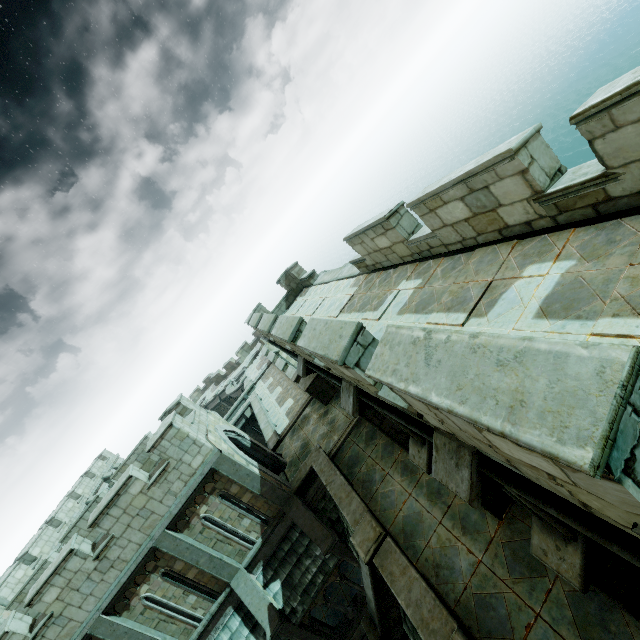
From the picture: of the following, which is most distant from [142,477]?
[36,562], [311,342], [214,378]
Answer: [214,378]

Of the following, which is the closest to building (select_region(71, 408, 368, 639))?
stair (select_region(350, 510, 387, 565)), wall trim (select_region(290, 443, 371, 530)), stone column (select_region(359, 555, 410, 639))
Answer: wall trim (select_region(290, 443, 371, 530))

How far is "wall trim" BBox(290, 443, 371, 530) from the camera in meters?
9.7 m

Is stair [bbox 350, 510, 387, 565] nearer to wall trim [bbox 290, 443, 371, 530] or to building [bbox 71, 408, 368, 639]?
wall trim [bbox 290, 443, 371, 530]

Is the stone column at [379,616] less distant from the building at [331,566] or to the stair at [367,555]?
the stair at [367,555]

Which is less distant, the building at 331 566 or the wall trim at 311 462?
the wall trim at 311 462

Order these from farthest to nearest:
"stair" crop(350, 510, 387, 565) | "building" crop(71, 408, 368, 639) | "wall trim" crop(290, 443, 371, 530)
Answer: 1. "building" crop(71, 408, 368, 639)
2. "wall trim" crop(290, 443, 371, 530)
3. "stair" crop(350, 510, 387, 565)

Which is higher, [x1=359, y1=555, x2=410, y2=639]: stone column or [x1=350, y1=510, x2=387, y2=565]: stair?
[x1=350, y1=510, x2=387, y2=565]: stair
